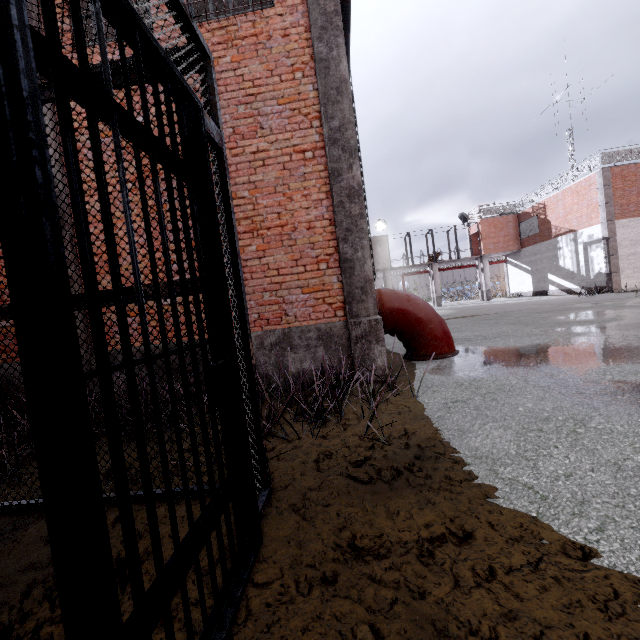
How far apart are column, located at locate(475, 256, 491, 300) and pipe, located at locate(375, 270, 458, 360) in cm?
2520

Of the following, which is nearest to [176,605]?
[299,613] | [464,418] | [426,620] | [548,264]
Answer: [299,613]

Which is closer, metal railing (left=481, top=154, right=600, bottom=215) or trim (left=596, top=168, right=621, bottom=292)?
trim (left=596, top=168, right=621, bottom=292)

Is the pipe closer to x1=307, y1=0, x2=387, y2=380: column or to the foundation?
x1=307, y1=0, x2=387, y2=380: column

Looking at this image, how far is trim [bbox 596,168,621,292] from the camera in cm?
1834

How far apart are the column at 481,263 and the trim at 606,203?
9.8 meters

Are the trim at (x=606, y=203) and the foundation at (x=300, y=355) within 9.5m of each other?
no

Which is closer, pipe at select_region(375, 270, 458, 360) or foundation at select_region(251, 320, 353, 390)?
foundation at select_region(251, 320, 353, 390)
